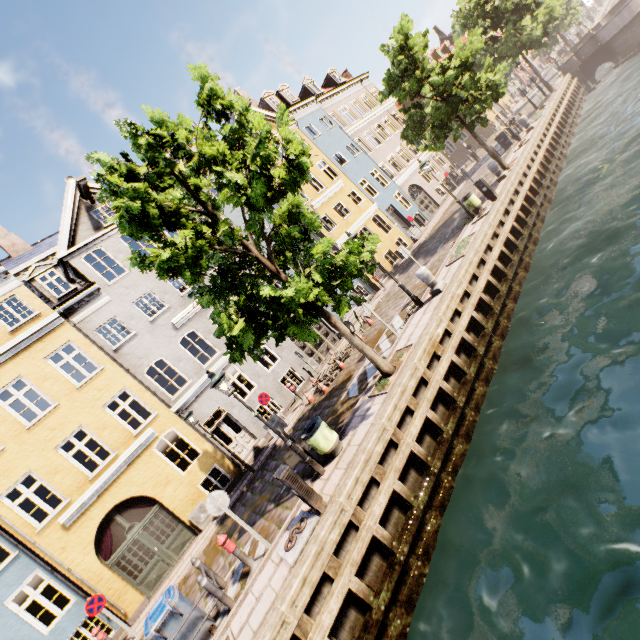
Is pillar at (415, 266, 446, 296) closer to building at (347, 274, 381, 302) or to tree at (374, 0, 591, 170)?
tree at (374, 0, 591, 170)

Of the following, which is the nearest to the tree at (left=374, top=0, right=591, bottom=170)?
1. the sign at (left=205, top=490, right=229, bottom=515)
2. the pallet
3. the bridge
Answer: the bridge

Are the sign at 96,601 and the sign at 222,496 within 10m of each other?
yes

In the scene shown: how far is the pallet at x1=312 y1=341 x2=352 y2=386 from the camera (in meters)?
14.70

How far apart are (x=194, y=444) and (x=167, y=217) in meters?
10.4 m

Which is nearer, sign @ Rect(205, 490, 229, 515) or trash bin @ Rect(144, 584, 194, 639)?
trash bin @ Rect(144, 584, 194, 639)

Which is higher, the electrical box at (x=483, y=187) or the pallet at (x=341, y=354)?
the electrical box at (x=483, y=187)

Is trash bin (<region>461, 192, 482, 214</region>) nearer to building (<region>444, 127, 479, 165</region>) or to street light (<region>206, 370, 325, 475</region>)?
street light (<region>206, 370, 325, 475</region>)
